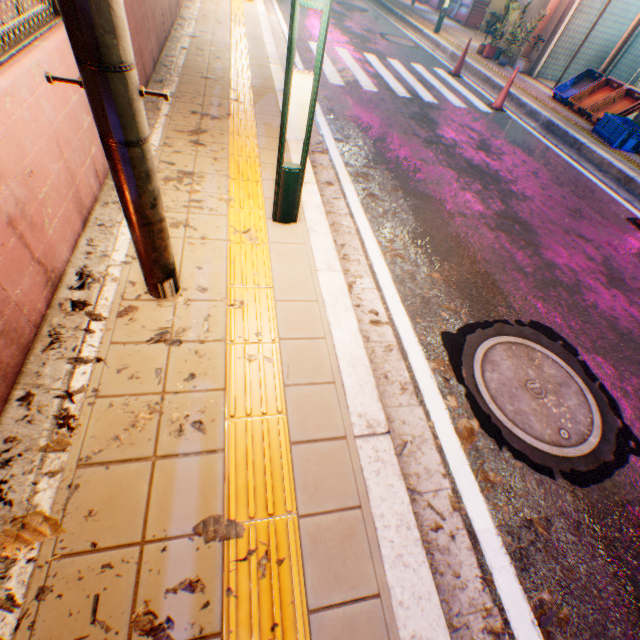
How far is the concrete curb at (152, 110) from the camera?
3.61m

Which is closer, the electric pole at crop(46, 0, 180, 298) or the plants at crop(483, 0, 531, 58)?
the electric pole at crop(46, 0, 180, 298)

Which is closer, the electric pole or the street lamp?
the electric pole

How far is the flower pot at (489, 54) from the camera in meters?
10.5

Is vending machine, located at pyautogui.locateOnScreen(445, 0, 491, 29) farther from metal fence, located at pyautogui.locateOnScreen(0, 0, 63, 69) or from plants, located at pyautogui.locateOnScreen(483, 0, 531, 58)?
metal fence, located at pyautogui.locateOnScreen(0, 0, 63, 69)

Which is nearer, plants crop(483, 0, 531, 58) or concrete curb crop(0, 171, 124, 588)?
concrete curb crop(0, 171, 124, 588)

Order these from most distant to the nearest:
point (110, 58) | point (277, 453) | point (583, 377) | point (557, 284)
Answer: point (557, 284) < point (583, 377) < point (277, 453) < point (110, 58)

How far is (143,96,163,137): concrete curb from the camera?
3.6m
